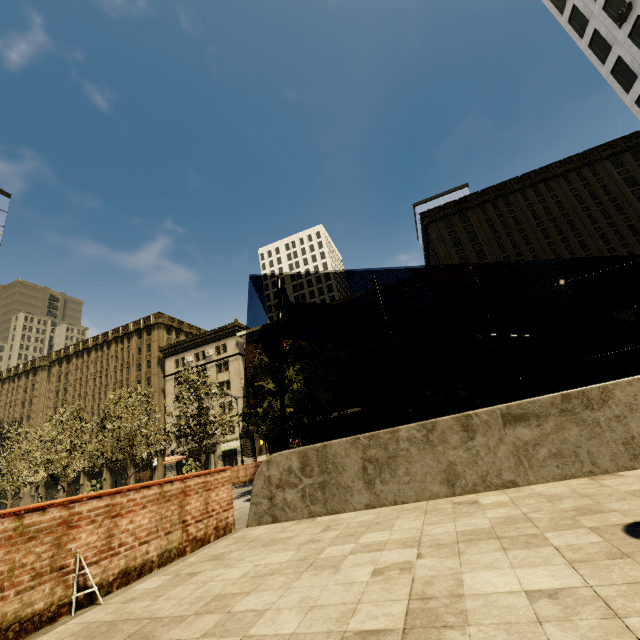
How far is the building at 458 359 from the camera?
37.5 meters

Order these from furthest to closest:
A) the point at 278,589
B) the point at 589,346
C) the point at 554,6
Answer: the point at 554,6 < the point at 589,346 < the point at 278,589

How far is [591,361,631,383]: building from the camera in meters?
33.1

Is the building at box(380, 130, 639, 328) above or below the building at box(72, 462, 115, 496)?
above

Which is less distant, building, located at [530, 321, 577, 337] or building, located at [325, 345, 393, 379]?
building, located at [530, 321, 577, 337]

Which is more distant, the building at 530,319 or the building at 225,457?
the building at 225,457

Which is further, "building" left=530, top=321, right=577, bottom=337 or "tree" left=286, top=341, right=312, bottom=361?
"building" left=530, top=321, right=577, bottom=337
